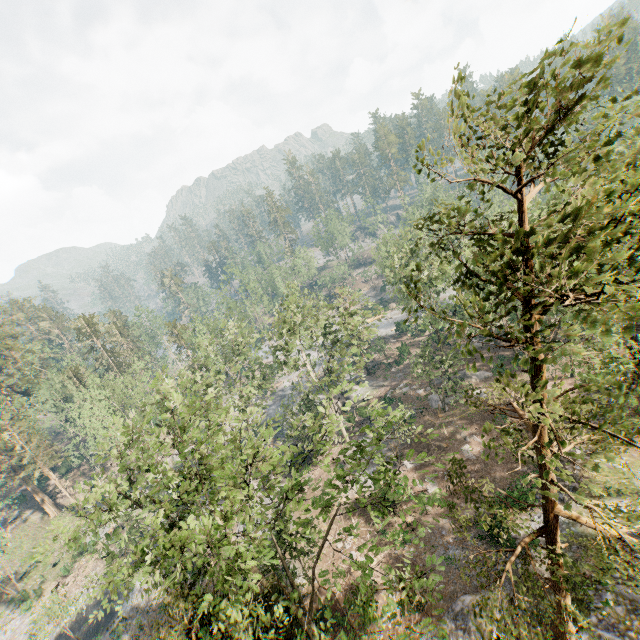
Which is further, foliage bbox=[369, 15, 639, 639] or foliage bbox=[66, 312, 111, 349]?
foliage bbox=[66, 312, 111, 349]

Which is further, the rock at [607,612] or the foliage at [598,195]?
the rock at [607,612]

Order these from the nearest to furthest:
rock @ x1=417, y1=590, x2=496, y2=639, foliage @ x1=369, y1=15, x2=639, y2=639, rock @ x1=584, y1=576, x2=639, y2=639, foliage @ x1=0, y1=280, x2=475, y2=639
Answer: foliage @ x1=369, y1=15, x2=639, y2=639, foliage @ x1=0, y1=280, x2=475, y2=639, rock @ x1=584, y1=576, x2=639, y2=639, rock @ x1=417, y1=590, x2=496, y2=639

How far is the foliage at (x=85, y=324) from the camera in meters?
57.4 m

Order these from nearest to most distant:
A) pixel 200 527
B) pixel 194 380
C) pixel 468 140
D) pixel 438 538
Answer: pixel 468 140 < pixel 200 527 < pixel 438 538 < pixel 194 380

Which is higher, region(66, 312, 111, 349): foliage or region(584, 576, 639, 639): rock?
region(66, 312, 111, 349): foliage

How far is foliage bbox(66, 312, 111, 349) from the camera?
57.4 meters
